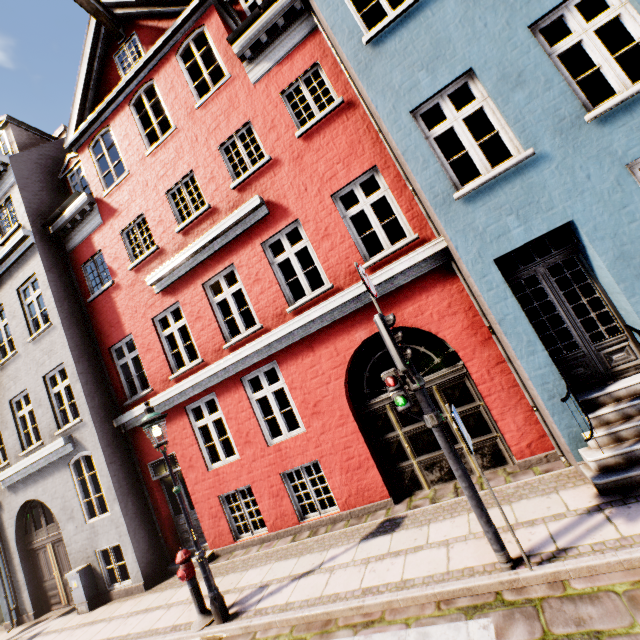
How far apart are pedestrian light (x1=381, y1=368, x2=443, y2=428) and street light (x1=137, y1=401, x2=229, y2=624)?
4.2 meters

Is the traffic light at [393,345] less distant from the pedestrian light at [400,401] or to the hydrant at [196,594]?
the pedestrian light at [400,401]

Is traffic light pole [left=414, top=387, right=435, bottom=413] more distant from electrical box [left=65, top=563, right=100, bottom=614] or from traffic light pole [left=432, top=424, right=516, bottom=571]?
electrical box [left=65, top=563, right=100, bottom=614]

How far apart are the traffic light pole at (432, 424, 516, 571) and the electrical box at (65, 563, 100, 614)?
10.47m

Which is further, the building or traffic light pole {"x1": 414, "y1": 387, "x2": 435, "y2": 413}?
the building

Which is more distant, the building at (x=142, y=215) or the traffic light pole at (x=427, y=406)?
the building at (x=142, y=215)

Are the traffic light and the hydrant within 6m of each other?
yes

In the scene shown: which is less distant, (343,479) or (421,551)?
(421,551)
